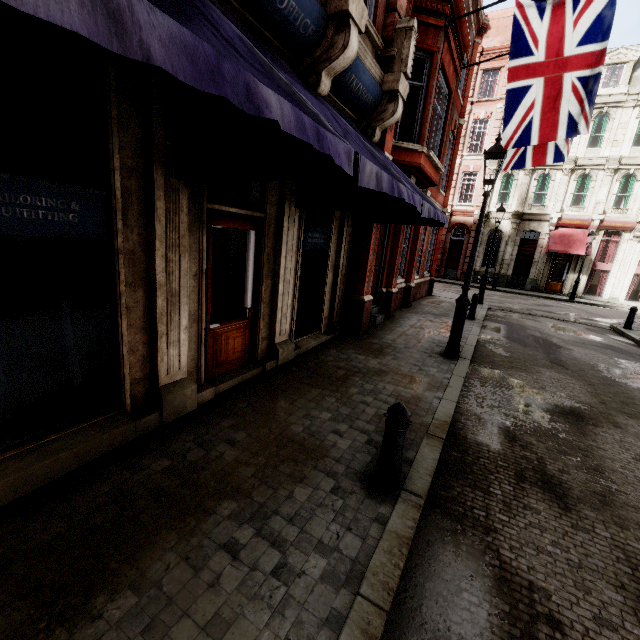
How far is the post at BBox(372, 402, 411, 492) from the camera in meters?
3.3

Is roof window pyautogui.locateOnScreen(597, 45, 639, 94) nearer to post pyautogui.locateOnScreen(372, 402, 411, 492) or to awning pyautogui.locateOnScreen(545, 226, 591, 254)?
awning pyautogui.locateOnScreen(545, 226, 591, 254)

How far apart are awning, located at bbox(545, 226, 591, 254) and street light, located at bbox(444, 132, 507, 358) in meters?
21.1 m

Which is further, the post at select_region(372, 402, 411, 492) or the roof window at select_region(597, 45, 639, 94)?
the roof window at select_region(597, 45, 639, 94)

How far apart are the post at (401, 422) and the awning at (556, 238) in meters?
26.3

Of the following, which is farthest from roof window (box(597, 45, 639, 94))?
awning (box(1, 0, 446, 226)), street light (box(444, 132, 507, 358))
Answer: awning (box(1, 0, 446, 226))

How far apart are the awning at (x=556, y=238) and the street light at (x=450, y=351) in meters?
21.1 m

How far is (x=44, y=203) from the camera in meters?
2.9 m
